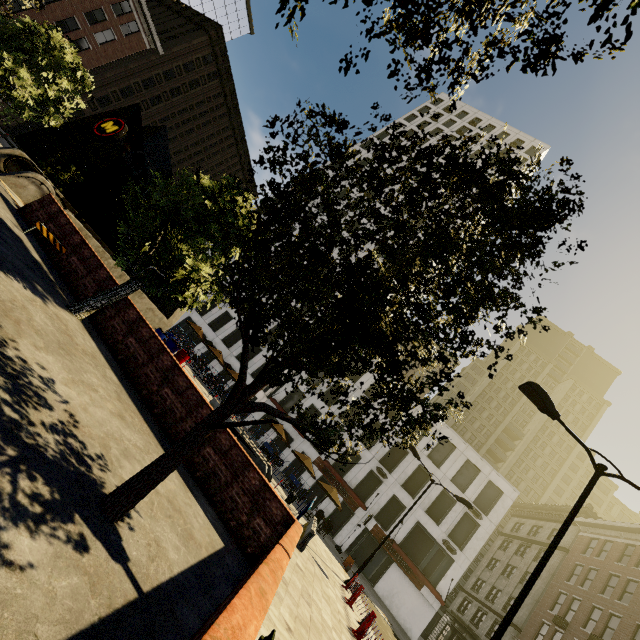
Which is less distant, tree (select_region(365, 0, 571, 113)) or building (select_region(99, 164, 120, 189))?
tree (select_region(365, 0, 571, 113))

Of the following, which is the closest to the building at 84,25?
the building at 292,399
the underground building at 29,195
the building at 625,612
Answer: the underground building at 29,195

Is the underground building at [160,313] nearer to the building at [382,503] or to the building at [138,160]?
the building at [382,503]

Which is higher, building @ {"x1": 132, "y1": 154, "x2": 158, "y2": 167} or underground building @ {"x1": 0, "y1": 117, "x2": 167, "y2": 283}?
building @ {"x1": 132, "y1": 154, "x2": 158, "y2": 167}

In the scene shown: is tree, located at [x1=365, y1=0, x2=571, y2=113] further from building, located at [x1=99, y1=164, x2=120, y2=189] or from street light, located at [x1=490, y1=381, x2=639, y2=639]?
building, located at [x1=99, y1=164, x2=120, y2=189]

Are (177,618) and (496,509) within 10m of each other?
no

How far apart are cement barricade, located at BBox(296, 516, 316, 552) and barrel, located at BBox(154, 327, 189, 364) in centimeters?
1015cm

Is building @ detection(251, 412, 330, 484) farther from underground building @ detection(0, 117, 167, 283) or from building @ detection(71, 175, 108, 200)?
building @ detection(71, 175, 108, 200)
